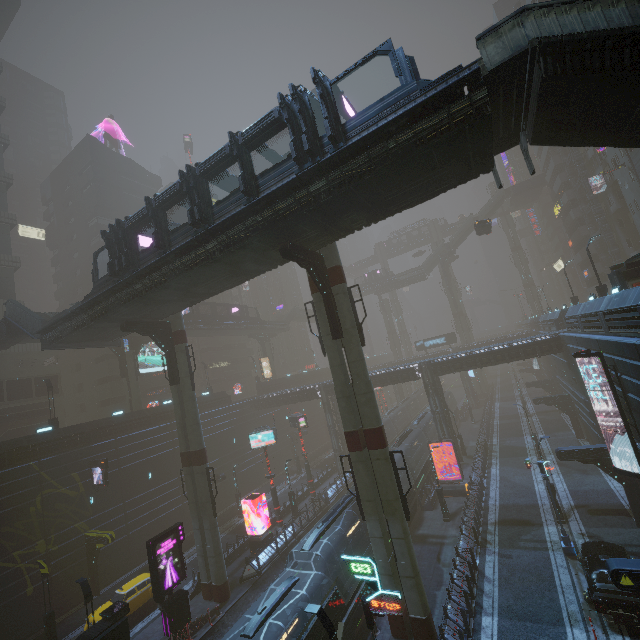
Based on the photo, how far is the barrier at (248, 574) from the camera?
23.69m

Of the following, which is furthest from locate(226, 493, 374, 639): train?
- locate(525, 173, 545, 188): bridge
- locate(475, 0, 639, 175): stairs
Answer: locate(525, 173, 545, 188): bridge

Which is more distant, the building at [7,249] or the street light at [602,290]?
the building at [7,249]

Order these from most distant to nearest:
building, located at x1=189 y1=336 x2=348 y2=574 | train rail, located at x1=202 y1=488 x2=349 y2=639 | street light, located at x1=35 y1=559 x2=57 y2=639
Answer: building, located at x1=189 y1=336 x2=348 y2=574, street light, located at x1=35 y1=559 x2=57 y2=639, train rail, located at x1=202 y1=488 x2=349 y2=639

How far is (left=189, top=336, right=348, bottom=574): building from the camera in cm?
3157

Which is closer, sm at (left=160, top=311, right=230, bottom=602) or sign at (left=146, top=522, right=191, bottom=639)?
sign at (left=146, top=522, right=191, bottom=639)

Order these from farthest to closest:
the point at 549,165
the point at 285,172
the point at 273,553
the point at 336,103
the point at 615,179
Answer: the point at 549,165
the point at 615,179
the point at 273,553
the point at 336,103
the point at 285,172
